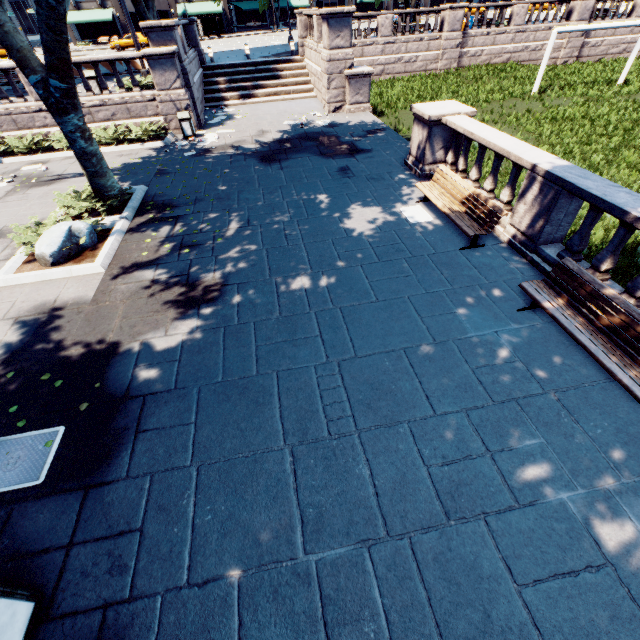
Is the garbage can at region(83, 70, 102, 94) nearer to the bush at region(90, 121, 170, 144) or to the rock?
the bush at region(90, 121, 170, 144)

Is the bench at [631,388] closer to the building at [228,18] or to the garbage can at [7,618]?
the garbage can at [7,618]

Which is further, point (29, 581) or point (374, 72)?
point (374, 72)

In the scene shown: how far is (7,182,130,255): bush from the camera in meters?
8.0 m

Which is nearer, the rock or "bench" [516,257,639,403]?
"bench" [516,257,639,403]

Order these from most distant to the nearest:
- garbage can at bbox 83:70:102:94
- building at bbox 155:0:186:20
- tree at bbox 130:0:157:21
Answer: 1. building at bbox 155:0:186:20
2. tree at bbox 130:0:157:21
3. garbage can at bbox 83:70:102:94

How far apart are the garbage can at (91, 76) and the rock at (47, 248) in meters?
11.9 m

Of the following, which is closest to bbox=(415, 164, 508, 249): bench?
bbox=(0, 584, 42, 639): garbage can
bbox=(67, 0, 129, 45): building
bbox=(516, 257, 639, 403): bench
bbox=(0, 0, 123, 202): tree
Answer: bbox=(516, 257, 639, 403): bench
